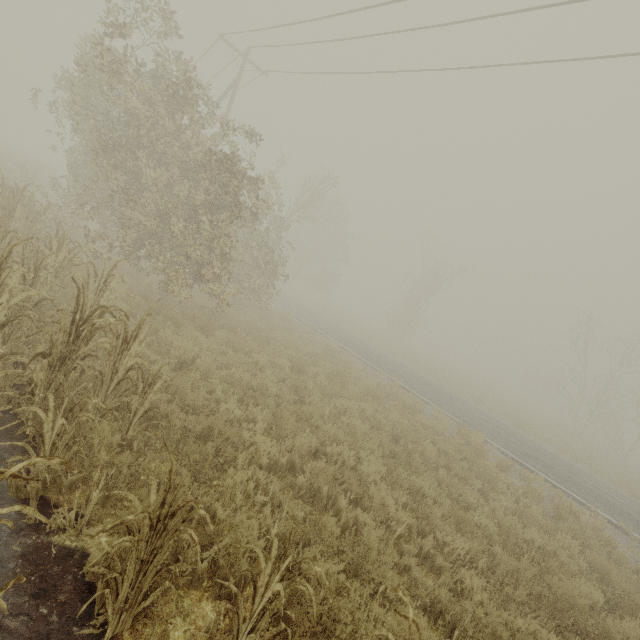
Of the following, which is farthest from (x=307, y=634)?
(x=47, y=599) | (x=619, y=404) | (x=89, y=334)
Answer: (x=619, y=404)

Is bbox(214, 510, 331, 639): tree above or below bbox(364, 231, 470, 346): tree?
below

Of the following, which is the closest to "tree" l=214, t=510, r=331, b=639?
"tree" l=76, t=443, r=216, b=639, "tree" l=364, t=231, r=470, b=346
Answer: "tree" l=76, t=443, r=216, b=639

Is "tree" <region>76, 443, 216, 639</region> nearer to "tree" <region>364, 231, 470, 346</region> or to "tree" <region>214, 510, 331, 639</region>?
"tree" <region>214, 510, 331, 639</region>

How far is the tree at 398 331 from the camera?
33.72m

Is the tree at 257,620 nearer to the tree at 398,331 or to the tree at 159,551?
the tree at 159,551
